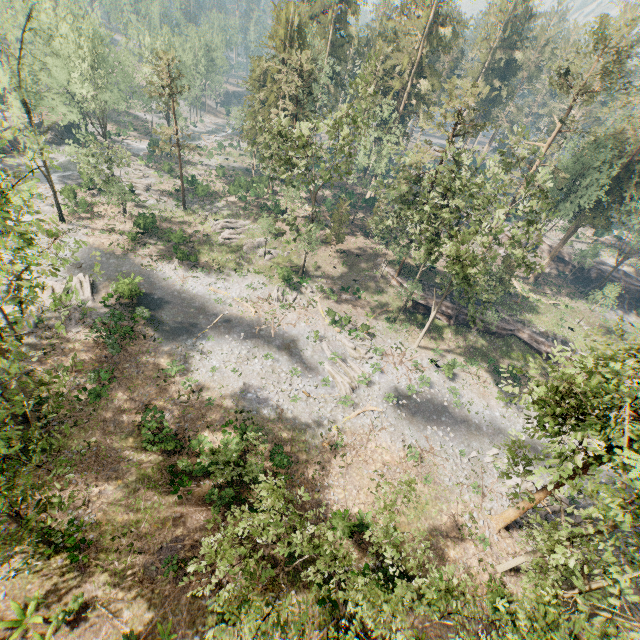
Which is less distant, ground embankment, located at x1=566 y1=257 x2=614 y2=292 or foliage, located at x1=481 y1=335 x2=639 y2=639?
foliage, located at x1=481 y1=335 x2=639 y2=639

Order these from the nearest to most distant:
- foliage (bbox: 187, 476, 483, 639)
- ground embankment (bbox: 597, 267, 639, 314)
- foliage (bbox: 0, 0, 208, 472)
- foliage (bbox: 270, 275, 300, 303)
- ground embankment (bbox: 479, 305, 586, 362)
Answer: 1. foliage (bbox: 187, 476, 483, 639)
2. foliage (bbox: 0, 0, 208, 472)
3. foliage (bbox: 270, 275, 300, 303)
4. ground embankment (bbox: 479, 305, 586, 362)
5. ground embankment (bbox: 597, 267, 639, 314)

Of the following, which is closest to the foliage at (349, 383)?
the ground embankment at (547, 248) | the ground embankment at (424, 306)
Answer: the ground embankment at (424, 306)

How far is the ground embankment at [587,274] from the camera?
51.4 meters

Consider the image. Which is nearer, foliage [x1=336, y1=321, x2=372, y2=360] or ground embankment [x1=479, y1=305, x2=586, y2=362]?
foliage [x1=336, y1=321, x2=372, y2=360]

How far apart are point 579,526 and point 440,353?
26.2m

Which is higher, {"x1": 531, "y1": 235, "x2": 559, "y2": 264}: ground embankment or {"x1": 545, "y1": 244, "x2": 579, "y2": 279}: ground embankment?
{"x1": 531, "y1": 235, "x2": 559, "y2": 264}: ground embankment
